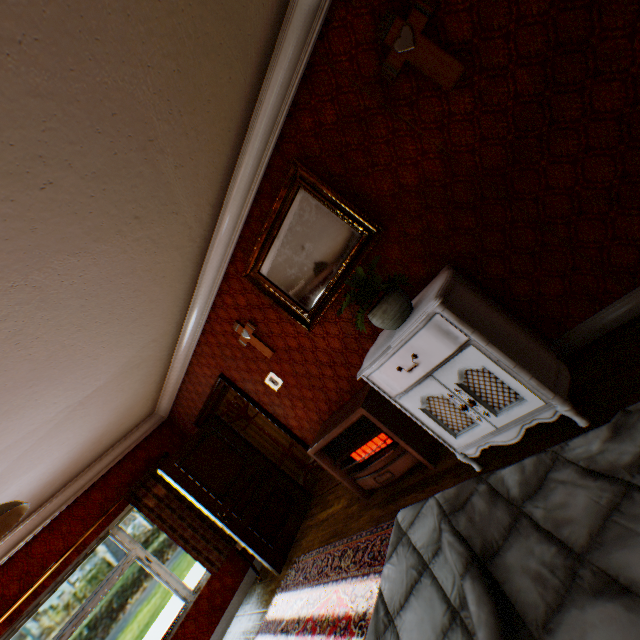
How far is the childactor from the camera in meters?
4.6

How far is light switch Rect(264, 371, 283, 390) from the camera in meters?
4.2

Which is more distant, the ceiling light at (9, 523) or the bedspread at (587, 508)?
the ceiling light at (9, 523)

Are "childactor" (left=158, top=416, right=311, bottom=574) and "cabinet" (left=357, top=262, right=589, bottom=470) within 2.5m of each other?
no

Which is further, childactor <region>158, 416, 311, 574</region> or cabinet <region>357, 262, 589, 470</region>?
childactor <region>158, 416, 311, 574</region>

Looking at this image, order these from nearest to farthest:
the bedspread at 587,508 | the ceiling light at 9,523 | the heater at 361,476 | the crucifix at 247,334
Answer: the bedspread at 587,508, the ceiling light at 9,523, the heater at 361,476, the crucifix at 247,334

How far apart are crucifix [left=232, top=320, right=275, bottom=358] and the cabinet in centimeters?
149cm

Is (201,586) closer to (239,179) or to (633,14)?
(239,179)
